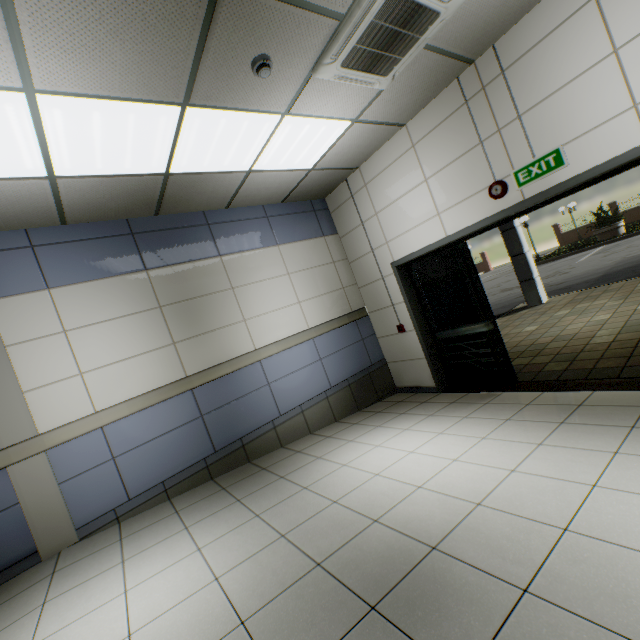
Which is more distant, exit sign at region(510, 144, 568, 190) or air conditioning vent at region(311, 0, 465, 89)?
exit sign at region(510, 144, 568, 190)

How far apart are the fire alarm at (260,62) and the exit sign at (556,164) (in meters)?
2.79

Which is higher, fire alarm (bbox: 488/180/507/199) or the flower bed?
fire alarm (bbox: 488/180/507/199)

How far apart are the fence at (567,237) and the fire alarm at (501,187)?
32.23m

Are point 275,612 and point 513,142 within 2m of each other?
no

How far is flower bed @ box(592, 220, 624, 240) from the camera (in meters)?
18.42

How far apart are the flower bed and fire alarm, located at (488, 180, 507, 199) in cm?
2115

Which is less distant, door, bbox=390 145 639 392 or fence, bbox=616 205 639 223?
door, bbox=390 145 639 392
